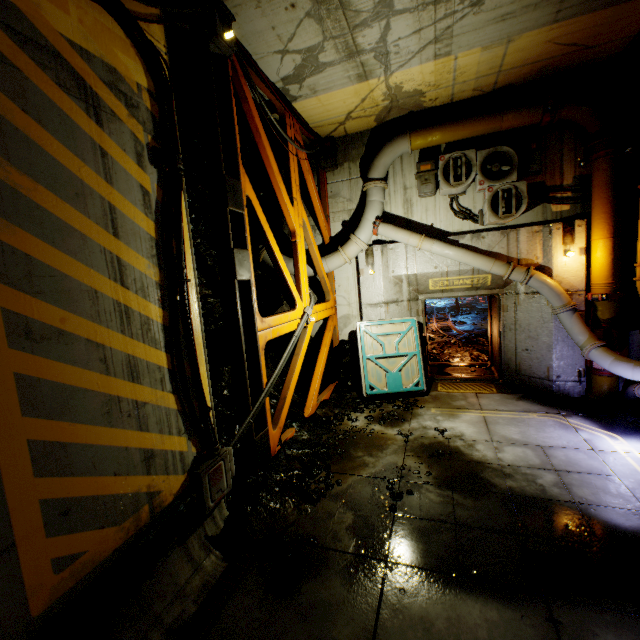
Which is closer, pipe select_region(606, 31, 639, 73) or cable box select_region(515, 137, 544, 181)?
pipe select_region(606, 31, 639, 73)

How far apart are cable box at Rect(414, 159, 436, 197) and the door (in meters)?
3.13

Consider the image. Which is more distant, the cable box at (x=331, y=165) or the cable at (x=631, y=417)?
the cable box at (x=331, y=165)

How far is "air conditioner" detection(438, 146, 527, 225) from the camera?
7.2 meters

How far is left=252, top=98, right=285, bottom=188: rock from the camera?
7.1 meters

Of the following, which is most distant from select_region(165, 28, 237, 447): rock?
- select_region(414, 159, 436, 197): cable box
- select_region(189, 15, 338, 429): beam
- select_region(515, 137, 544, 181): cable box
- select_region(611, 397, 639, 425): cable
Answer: select_region(515, 137, 544, 181): cable box

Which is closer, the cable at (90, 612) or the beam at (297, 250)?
the cable at (90, 612)

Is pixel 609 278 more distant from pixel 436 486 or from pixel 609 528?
pixel 436 486
